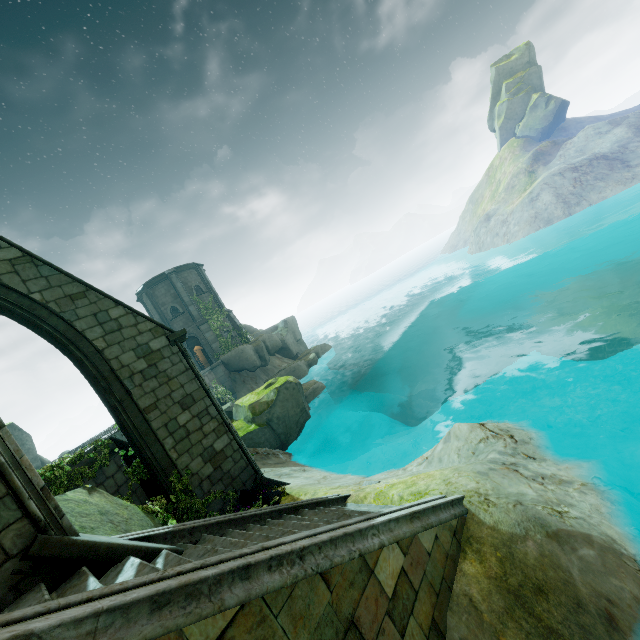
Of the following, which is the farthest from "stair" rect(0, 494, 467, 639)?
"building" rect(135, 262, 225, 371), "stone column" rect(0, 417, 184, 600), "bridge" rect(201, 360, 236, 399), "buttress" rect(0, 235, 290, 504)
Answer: "building" rect(135, 262, 225, 371)

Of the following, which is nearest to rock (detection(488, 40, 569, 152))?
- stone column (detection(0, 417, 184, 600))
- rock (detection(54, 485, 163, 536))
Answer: rock (detection(54, 485, 163, 536))

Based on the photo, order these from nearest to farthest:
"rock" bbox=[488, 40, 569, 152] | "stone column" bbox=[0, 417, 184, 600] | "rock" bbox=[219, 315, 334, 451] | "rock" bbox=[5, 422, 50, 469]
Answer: "stone column" bbox=[0, 417, 184, 600], "rock" bbox=[219, 315, 334, 451], "rock" bbox=[5, 422, 50, 469], "rock" bbox=[488, 40, 569, 152]

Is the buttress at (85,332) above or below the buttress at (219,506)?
above

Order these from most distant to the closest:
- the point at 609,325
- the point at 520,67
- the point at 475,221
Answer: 1. the point at 475,221
2. the point at 520,67
3. the point at 609,325

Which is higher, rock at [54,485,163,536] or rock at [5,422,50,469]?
rock at [5,422,50,469]

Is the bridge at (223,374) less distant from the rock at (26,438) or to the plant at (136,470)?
the rock at (26,438)

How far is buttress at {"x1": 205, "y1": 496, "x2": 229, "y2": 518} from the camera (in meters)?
8.23
